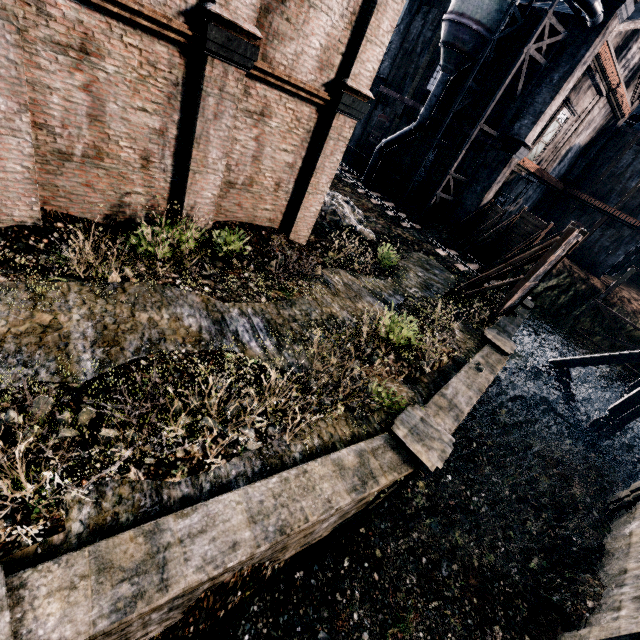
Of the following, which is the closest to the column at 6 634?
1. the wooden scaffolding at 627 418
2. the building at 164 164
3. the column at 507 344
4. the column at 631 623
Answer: the building at 164 164

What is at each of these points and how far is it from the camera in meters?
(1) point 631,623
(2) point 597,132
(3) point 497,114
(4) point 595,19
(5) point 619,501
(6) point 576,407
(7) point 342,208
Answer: (1) column, 9.3
(2) building, 30.8
(3) building, 25.0
(4) silo, 19.7
(5) column, 15.9
(6) wooden brace, 22.1
(7) stone debris, 20.2

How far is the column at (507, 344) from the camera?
14.86m

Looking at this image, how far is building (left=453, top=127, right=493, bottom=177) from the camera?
25.70m

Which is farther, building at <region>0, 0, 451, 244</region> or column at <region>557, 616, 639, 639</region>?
column at <region>557, 616, 639, 639</region>

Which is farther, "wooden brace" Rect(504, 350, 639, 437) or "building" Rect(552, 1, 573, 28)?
"building" Rect(552, 1, 573, 28)

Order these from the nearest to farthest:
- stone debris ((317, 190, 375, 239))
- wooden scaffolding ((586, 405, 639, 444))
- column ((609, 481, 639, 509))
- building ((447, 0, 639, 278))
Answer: column ((609, 481, 639, 509)), stone debris ((317, 190, 375, 239)), wooden scaffolding ((586, 405, 639, 444)), building ((447, 0, 639, 278))

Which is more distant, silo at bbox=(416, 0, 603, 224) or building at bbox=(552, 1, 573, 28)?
building at bbox=(552, 1, 573, 28)
